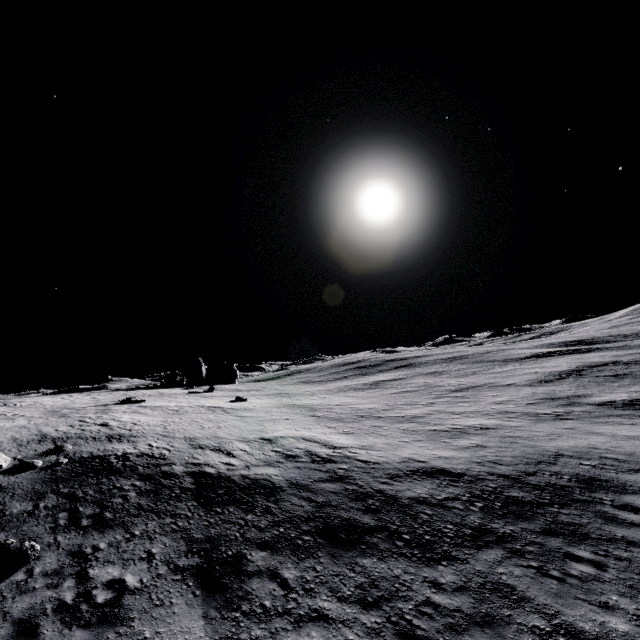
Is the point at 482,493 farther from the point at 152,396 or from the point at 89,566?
the point at 152,396

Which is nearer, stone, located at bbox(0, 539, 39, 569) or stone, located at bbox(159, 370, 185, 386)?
stone, located at bbox(0, 539, 39, 569)

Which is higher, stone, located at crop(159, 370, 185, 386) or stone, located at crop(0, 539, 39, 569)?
stone, located at crop(159, 370, 185, 386)

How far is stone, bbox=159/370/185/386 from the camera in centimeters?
4409cm

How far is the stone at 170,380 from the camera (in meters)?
44.09

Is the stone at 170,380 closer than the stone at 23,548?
No
